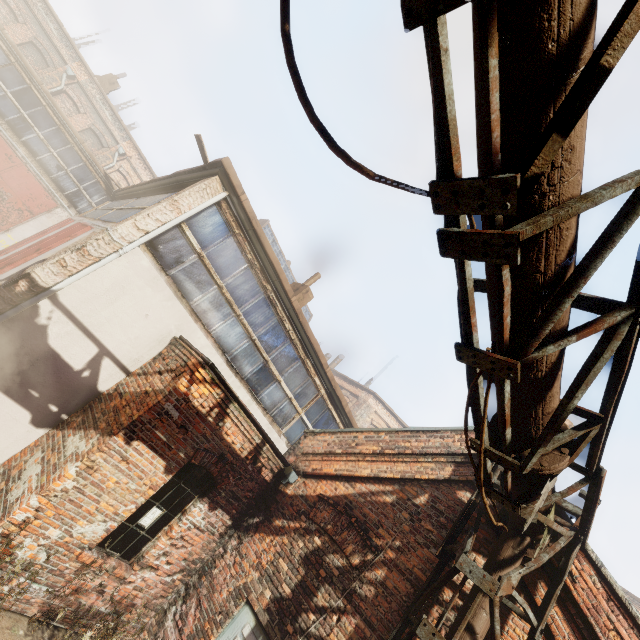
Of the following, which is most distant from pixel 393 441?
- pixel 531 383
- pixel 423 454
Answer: pixel 531 383

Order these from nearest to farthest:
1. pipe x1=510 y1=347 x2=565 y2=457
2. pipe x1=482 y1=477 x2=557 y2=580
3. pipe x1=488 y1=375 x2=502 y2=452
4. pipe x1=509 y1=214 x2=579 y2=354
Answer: pipe x1=509 y1=214 x2=579 y2=354 → pipe x1=510 y1=347 x2=565 y2=457 → pipe x1=488 y1=375 x2=502 y2=452 → pipe x1=482 y1=477 x2=557 y2=580

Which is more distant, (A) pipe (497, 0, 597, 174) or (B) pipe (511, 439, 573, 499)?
(B) pipe (511, 439, 573, 499)

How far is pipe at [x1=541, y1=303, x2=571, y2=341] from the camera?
2.30m

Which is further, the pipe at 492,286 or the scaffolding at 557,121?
the pipe at 492,286

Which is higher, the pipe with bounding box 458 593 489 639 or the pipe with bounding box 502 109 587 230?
the pipe with bounding box 502 109 587 230

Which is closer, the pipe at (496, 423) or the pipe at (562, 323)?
the pipe at (562, 323)

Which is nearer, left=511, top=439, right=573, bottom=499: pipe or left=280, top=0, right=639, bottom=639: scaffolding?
left=280, top=0, right=639, bottom=639: scaffolding
